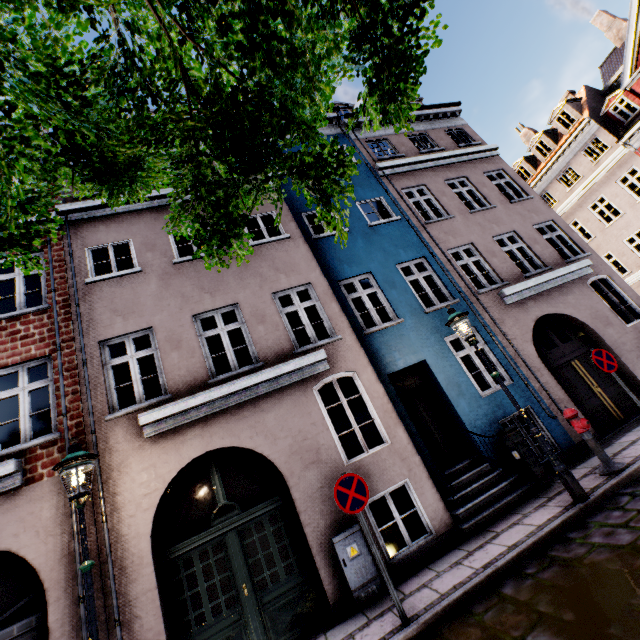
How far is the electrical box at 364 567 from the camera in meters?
5.4 m

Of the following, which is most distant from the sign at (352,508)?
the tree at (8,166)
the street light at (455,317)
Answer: the tree at (8,166)

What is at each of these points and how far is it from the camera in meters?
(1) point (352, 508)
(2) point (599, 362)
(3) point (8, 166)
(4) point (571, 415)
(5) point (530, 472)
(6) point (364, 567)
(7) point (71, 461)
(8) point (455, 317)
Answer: (1) sign, 4.8
(2) sign, 6.7
(3) tree, 1.8
(4) hydrant, 6.3
(5) electrical box, 6.7
(6) electrical box, 5.5
(7) street light, 4.4
(8) street light, 6.5

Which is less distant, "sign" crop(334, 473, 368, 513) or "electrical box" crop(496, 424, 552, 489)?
"sign" crop(334, 473, 368, 513)

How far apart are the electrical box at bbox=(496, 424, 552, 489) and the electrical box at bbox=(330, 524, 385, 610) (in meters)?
3.77

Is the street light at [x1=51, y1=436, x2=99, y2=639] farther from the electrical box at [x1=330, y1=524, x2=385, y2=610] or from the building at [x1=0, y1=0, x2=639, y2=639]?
the electrical box at [x1=330, y1=524, x2=385, y2=610]

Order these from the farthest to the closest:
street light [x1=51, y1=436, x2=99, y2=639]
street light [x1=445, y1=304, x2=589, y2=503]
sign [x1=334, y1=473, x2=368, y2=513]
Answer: street light [x1=445, y1=304, x2=589, y2=503], sign [x1=334, y1=473, x2=368, y2=513], street light [x1=51, y1=436, x2=99, y2=639]

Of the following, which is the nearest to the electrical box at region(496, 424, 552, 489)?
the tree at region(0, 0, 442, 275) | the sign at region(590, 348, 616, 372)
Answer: the sign at region(590, 348, 616, 372)
